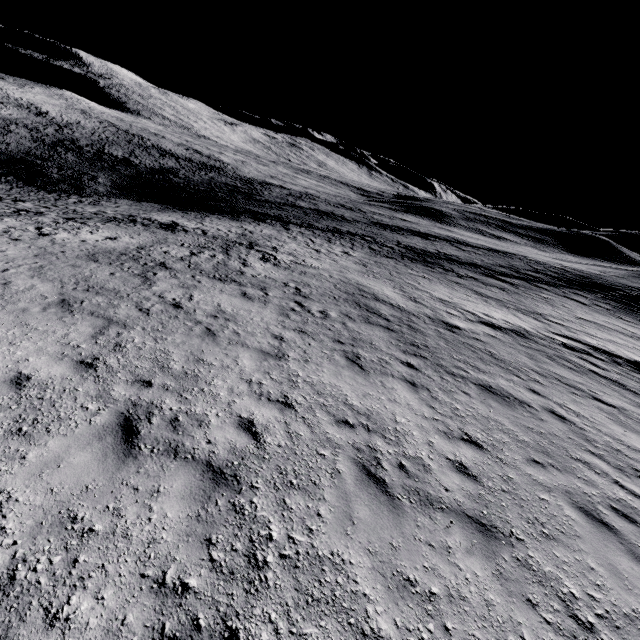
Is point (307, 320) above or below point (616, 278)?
below
